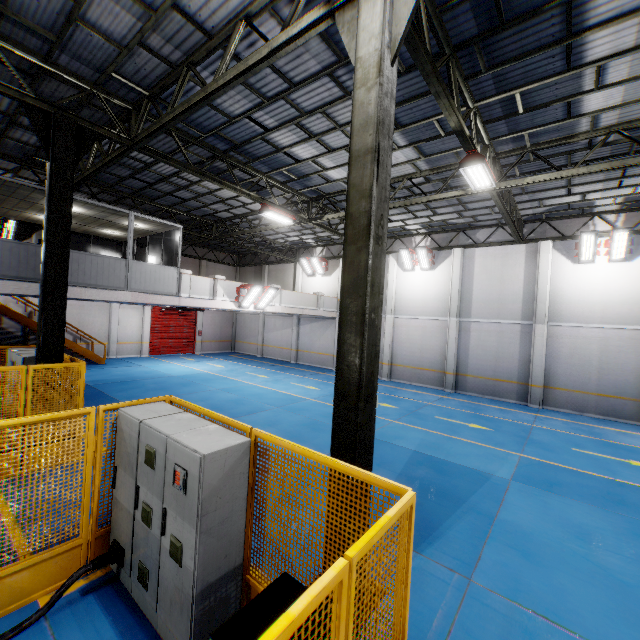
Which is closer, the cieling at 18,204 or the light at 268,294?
the cieling at 18,204

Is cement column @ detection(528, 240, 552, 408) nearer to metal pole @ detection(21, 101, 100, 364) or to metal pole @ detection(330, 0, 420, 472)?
metal pole @ detection(330, 0, 420, 472)

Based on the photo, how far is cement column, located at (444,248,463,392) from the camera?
17.67m

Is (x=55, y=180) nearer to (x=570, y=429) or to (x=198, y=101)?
(x=198, y=101)

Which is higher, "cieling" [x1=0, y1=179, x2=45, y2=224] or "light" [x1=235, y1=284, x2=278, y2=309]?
"cieling" [x1=0, y1=179, x2=45, y2=224]

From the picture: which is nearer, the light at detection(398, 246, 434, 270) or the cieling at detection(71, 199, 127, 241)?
the cieling at detection(71, 199, 127, 241)

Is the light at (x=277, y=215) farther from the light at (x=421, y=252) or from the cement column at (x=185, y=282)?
the light at (x=421, y=252)

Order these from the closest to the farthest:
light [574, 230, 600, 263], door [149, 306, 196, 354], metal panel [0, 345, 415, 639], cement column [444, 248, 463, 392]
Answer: metal panel [0, 345, 415, 639] → light [574, 230, 600, 263] → cement column [444, 248, 463, 392] → door [149, 306, 196, 354]
